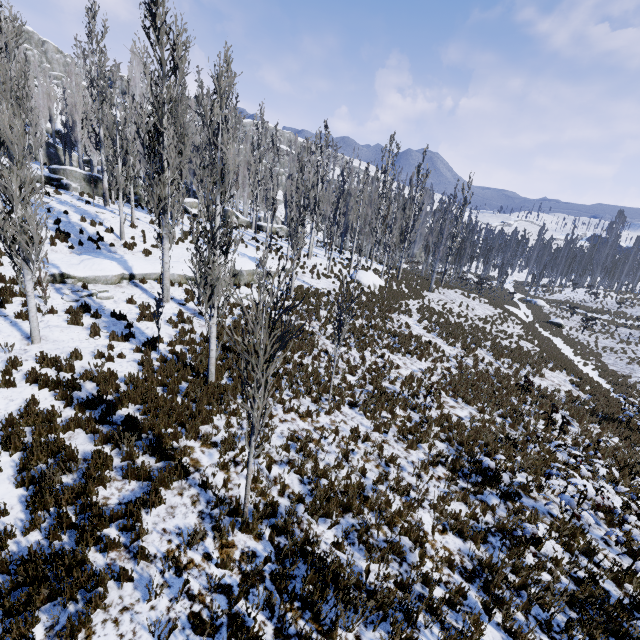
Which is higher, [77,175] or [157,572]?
[77,175]

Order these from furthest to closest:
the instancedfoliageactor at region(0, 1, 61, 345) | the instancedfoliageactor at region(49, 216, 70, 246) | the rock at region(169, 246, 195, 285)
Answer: the rock at region(169, 246, 195, 285) < the instancedfoliageactor at region(49, 216, 70, 246) < the instancedfoliageactor at region(0, 1, 61, 345)

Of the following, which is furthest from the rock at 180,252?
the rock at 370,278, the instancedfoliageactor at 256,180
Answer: the rock at 370,278

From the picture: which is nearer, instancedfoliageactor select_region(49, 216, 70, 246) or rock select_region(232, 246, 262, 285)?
instancedfoliageactor select_region(49, 216, 70, 246)

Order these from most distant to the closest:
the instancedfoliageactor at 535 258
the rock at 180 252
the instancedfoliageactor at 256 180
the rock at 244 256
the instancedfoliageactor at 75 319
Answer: the instancedfoliageactor at 535 258, the rock at 244 256, the rock at 180 252, the instancedfoliageactor at 75 319, the instancedfoliageactor at 256 180

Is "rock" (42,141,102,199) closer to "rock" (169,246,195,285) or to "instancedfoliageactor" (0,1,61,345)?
"instancedfoliageactor" (0,1,61,345)

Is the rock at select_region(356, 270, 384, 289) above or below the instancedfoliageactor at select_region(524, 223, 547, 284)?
below
